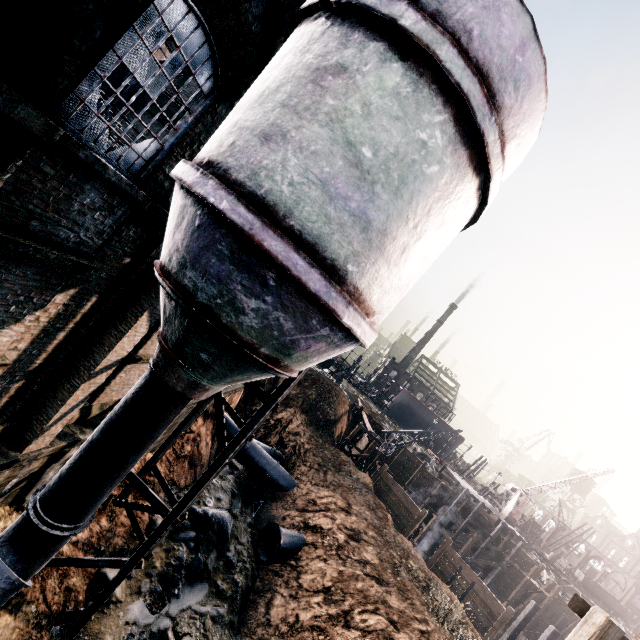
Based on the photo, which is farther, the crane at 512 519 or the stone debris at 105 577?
the crane at 512 519

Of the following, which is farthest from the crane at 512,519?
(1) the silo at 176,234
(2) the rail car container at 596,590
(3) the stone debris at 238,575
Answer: (1) the silo at 176,234

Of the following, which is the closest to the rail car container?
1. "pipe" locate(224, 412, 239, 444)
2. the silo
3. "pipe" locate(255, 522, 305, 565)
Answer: "pipe" locate(224, 412, 239, 444)

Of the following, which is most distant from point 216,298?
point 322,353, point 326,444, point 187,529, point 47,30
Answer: point 326,444

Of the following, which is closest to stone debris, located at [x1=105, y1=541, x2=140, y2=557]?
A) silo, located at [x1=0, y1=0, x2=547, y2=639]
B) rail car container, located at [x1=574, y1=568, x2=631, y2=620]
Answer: silo, located at [x1=0, y1=0, x2=547, y2=639]

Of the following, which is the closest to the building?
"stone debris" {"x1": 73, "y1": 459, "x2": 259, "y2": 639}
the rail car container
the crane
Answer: "stone debris" {"x1": 73, "y1": 459, "x2": 259, "y2": 639}

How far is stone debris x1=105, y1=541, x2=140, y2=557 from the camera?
12.16m

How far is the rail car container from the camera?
44.2 meters
